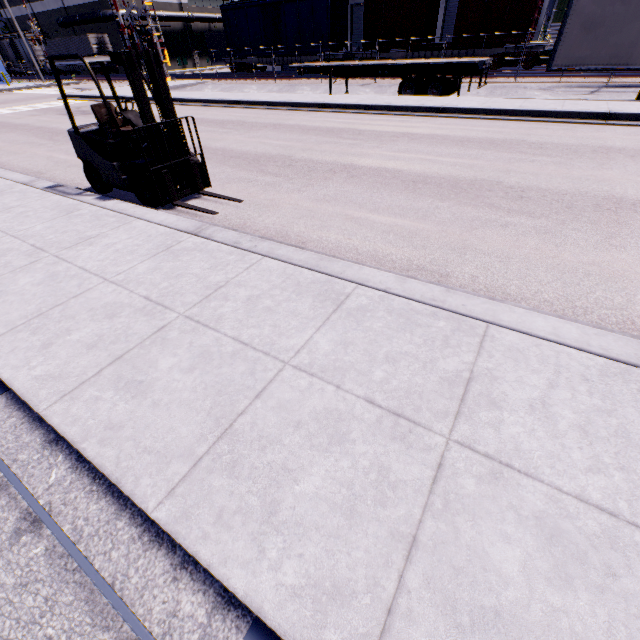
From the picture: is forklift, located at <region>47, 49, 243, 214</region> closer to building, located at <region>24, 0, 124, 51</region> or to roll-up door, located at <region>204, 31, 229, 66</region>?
building, located at <region>24, 0, 124, 51</region>

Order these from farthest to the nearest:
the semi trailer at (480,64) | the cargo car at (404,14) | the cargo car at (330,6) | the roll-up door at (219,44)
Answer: the roll-up door at (219,44), the cargo car at (330,6), the cargo car at (404,14), the semi trailer at (480,64)

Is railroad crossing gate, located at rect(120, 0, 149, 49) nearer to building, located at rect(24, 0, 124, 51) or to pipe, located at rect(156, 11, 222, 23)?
building, located at rect(24, 0, 124, 51)

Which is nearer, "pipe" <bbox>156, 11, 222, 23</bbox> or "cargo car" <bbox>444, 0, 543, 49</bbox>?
"cargo car" <bbox>444, 0, 543, 49</bbox>

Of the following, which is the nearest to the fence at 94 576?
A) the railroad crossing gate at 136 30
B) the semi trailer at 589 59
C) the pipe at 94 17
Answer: the semi trailer at 589 59

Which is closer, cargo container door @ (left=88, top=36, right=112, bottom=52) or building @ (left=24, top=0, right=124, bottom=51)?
cargo container door @ (left=88, top=36, right=112, bottom=52)

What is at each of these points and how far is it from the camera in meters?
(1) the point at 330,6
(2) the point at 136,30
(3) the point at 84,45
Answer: (1) cargo car, 23.8 m
(2) railroad crossing gate, 25.9 m
(3) cargo container, 39.9 m

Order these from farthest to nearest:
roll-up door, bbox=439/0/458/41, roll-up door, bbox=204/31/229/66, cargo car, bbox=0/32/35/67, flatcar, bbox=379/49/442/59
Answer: roll-up door, bbox=204/31/229/66, cargo car, bbox=0/32/35/67, roll-up door, bbox=439/0/458/41, flatcar, bbox=379/49/442/59
